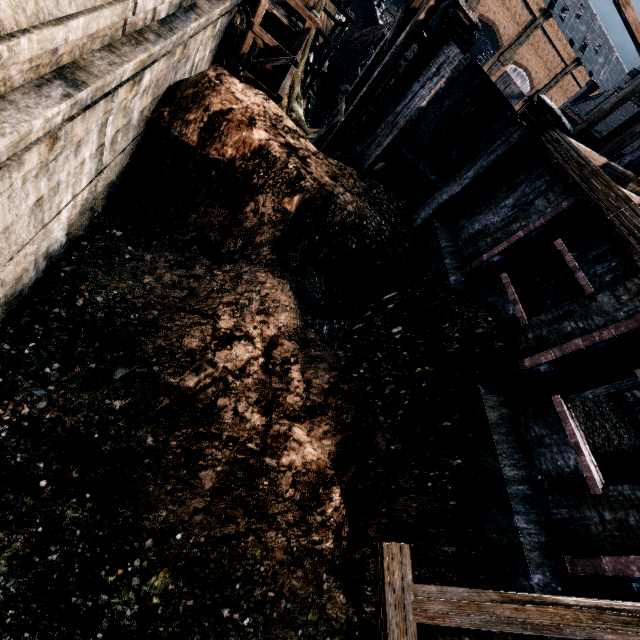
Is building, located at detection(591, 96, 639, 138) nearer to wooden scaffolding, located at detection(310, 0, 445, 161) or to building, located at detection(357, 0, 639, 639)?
building, located at detection(357, 0, 639, 639)

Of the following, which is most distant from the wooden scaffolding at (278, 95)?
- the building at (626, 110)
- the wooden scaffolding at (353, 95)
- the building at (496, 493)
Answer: the building at (626, 110)

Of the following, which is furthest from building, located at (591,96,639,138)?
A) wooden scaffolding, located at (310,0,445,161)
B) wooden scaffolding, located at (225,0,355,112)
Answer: wooden scaffolding, located at (225,0,355,112)

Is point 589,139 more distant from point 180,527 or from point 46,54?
point 180,527

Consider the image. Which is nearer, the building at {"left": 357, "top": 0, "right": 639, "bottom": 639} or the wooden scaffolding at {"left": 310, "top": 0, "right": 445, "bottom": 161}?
the building at {"left": 357, "top": 0, "right": 639, "bottom": 639}

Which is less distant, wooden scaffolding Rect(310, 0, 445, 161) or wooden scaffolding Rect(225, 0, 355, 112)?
wooden scaffolding Rect(310, 0, 445, 161)

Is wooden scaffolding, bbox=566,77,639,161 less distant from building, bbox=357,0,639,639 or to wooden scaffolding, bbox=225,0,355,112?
building, bbox=357,0,639,639

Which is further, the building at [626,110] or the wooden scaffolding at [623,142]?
the building at [626,110]
